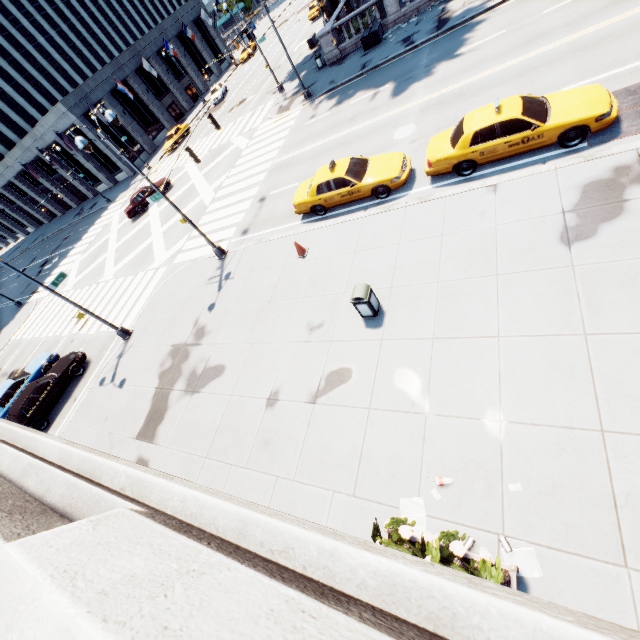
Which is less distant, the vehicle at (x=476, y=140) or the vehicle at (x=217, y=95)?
the vehicle at (x=476, y=140)

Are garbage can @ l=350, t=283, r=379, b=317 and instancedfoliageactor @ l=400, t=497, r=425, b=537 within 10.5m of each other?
yes

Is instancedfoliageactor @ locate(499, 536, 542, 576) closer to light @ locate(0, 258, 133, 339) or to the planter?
the planter

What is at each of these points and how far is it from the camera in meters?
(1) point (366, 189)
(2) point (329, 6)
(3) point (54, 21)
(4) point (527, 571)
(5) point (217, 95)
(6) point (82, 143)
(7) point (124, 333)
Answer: (1) vehicle, 12.8
(2) bus stop, 36.8
(3) building, 57.1
(4) instancedfoliageactor, 5.2
(5) vehicle, 42.9
(6) light, 11.7
(7) light, 16.8

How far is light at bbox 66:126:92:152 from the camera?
11.5m

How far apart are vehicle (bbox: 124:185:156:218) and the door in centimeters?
2671cm

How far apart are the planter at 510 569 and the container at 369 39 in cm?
3041

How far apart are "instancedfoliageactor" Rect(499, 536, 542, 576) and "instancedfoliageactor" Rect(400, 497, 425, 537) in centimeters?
124cm
